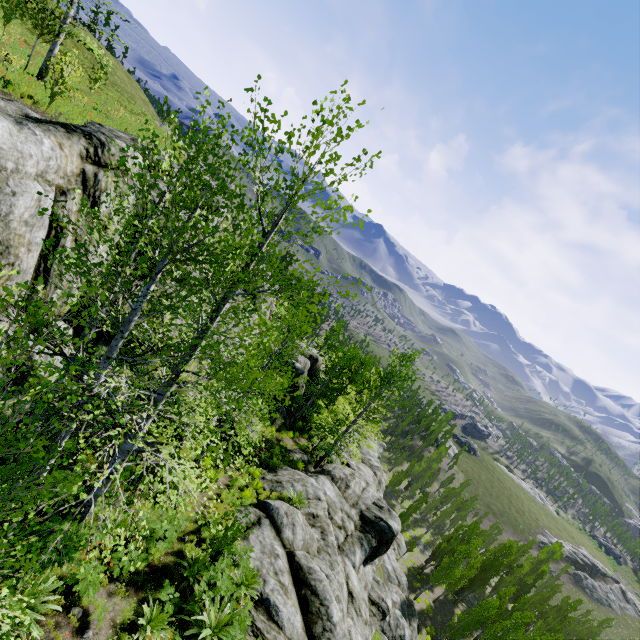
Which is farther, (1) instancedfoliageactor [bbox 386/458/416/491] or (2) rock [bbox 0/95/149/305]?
(1) instancedfoliageactor [bbox 386/458/416/491]

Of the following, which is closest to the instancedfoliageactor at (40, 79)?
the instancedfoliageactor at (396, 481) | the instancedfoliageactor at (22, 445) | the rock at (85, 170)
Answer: the rock at (85, 170)

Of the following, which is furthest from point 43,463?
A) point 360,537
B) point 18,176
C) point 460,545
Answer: point 460,545

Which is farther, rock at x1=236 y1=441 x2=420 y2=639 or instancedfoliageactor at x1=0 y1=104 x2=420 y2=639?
rock at x1=236 y1=441 x2=420 y2=639

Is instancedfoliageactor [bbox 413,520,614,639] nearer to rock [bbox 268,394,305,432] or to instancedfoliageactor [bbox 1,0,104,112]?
rock [bbox 268,394,305,432]

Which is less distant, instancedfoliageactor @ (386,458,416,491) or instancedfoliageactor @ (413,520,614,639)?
instancedfoliageactor @ (413,520,614,639)
